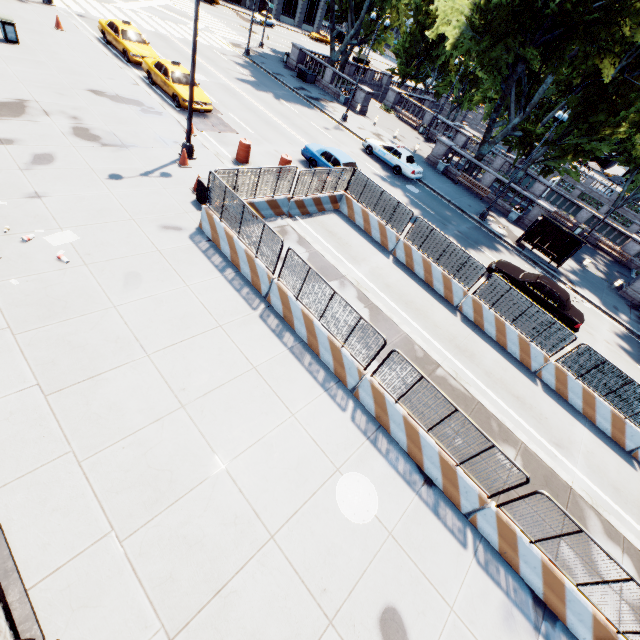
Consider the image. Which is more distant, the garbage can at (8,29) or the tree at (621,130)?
the tree at (621,130)

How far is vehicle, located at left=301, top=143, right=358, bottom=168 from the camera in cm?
1802

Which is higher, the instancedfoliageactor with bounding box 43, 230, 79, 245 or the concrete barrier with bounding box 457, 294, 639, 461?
the concrete barrier with bounding box 457, 294, 639, 461

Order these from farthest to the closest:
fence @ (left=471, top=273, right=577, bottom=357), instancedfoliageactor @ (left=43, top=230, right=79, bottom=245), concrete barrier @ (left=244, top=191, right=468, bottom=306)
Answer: concrete barrier @ (left=244, top=191, right=468, bottom=306), fence @ (left=471, top=273, right=577, bottom=357), instancedfoliageactor @ (left=43, top=230, right=79, bottom=245)

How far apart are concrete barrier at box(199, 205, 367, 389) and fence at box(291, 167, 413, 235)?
0.0m

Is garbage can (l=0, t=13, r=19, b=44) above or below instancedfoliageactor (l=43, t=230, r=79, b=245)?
above

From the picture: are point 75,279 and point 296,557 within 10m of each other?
yes

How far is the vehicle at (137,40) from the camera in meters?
18.0 m
